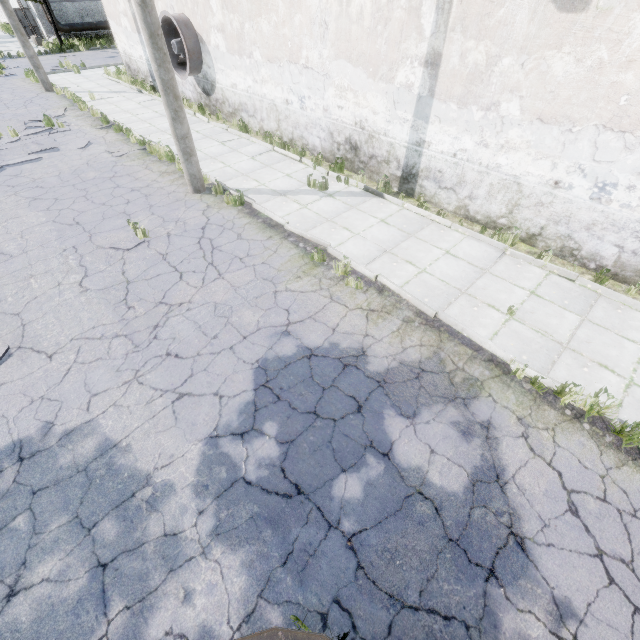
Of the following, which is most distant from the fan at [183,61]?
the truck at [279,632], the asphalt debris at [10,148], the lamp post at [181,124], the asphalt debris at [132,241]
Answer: the truck at [279,632]

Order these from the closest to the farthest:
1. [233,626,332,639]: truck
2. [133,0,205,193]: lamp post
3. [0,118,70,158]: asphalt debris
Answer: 1. [233,626,332,639]: truck
2. [133,0,205,193]: lamp post
3. [0,118,70,158]: asphalt debris

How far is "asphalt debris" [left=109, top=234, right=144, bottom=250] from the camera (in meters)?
7.74

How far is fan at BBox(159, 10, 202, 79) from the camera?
12.7m

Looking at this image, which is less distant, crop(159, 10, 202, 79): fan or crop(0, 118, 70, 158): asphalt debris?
crop(0, 118, 70, 158): asphalt debris

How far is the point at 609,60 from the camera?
5.4 meters

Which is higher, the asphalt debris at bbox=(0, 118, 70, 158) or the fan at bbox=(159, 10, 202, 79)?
the fan at bbox=(159, 10, 202, 79)

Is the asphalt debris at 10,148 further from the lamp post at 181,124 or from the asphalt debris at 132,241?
the asphalt debris at 132,241
